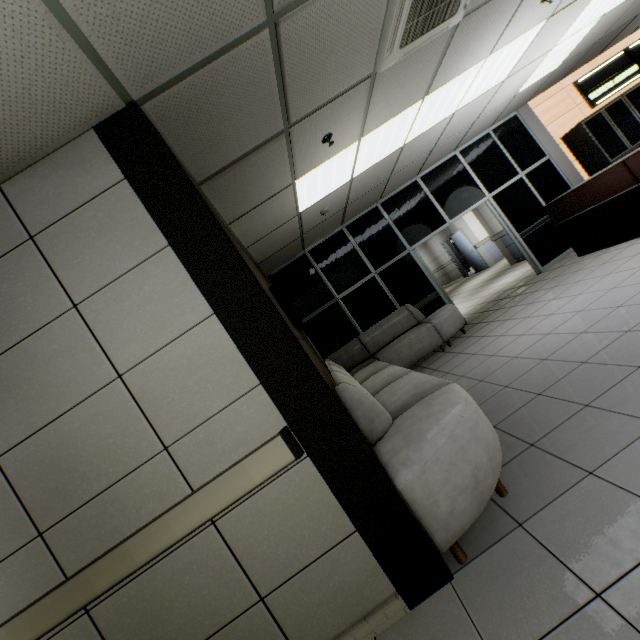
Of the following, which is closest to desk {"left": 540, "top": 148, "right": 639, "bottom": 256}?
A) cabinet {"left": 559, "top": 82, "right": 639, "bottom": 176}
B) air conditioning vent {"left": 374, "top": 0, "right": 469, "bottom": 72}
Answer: cabinet {"left": 559, "top": 82, "right": 639, "bottom": 176}

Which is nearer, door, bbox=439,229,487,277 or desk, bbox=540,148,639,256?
desk, bbox=540,148,639,256

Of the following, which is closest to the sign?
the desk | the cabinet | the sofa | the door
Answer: the cabinet

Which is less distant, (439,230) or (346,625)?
(346,625)

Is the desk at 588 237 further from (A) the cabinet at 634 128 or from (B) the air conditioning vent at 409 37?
(B) the air conditioning vent at 409 37

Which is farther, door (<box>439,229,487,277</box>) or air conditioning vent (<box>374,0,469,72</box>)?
door (<box>439,229,487,277</box>)

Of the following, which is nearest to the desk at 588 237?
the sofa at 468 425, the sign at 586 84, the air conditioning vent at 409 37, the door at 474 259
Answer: the sign at 586 84

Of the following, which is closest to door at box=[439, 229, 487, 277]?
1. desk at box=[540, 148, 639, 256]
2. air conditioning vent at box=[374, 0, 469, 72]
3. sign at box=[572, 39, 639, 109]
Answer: sign at box=[572, 39, 639, 109]
